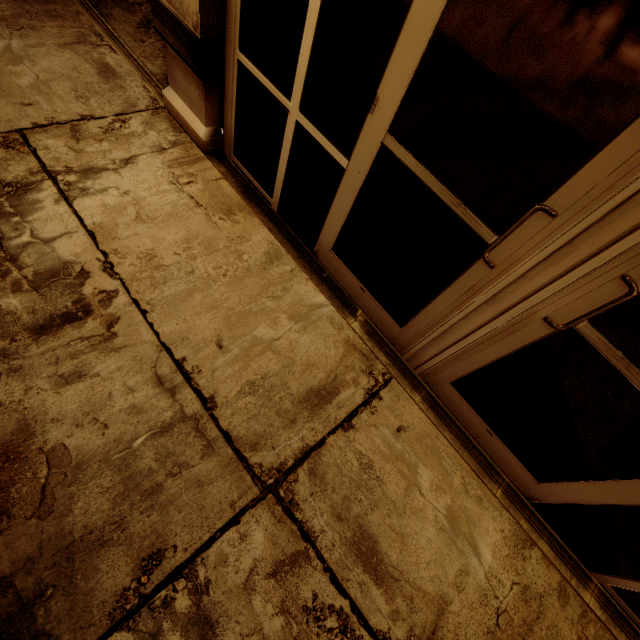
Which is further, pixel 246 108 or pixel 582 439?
pixel 246 108
